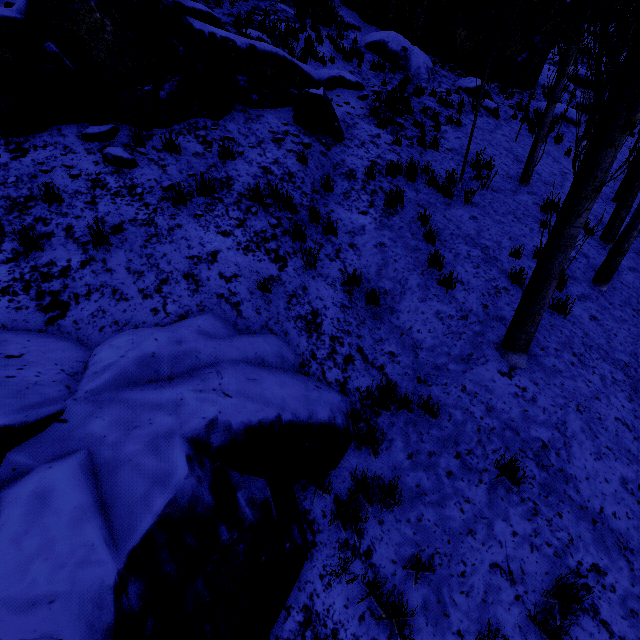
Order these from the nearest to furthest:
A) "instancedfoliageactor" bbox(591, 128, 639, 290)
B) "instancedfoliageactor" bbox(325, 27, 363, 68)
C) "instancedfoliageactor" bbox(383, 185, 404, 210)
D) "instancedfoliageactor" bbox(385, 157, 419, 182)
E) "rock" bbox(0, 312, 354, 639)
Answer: "rock" bbox(0, 312, 354, 639) → "instancedfoliageactor" bbox(591, 128, 639, 290) → "instancedfoliageactor" bbox(383, 185, 404, 210) → "instancedfoliageactor" bbox(385, 157, 419, 182) → "instancedfoliageactor" bbox(325, 27, 363, 68)

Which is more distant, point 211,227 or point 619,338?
point 619,338

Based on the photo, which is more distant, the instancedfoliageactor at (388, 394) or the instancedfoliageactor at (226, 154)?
the instancedfoliageactor at (226, 154)

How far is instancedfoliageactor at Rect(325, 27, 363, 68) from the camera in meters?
12.0

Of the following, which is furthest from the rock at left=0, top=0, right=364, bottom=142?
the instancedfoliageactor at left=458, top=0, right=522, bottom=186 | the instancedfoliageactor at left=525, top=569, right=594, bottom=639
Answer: the instancedfoliageactor at left=525, top=569, right=594, bottom=639

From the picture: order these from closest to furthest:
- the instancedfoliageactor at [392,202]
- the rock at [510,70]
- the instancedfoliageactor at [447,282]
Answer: the instancedfoliageactor at [447,282]
the instancedfoliageactor at [392,202]
the rock at [510,70]

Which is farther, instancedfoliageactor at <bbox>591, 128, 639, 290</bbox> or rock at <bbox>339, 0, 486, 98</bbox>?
rock at <bbox>339, 0, 486, 98</bbox>

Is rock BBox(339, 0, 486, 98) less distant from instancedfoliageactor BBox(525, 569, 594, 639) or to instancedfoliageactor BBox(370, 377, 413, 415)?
instancedfoliageactor BBox(370, 377, 413, 415)
